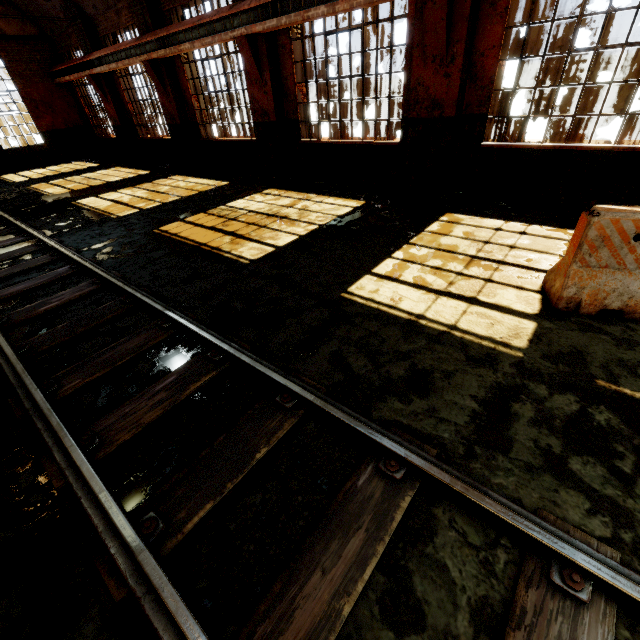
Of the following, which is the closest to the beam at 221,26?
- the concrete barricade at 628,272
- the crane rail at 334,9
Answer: the crane rail at 334,9

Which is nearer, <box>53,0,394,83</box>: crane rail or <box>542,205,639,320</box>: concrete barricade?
<box>542,205,639,320</box>: concrete barricade

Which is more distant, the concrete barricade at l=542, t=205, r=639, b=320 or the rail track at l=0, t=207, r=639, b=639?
the concrete barricade at l=542, t=205, r=639, b=320

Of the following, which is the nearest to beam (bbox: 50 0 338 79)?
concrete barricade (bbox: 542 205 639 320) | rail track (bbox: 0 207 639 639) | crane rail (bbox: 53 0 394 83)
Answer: crane rail (bbox: 53 0 394 83)

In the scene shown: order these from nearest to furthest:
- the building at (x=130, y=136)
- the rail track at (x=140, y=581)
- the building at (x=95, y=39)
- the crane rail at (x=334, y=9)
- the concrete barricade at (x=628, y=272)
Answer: the rail track at (x=140, y=581)
the concrete barricade at (x=628, y=272)
the building at (x=130, y=136)
the crane rail at (x=334, y=9)
the building at (x=95, y=39)

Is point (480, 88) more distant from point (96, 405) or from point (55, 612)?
point (55, 612)

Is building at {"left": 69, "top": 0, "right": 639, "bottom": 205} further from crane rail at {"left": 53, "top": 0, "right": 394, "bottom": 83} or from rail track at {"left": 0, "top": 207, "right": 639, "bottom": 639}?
rail track at {"left": 0, "top": 207, "right": 639, "bottom": 639}
